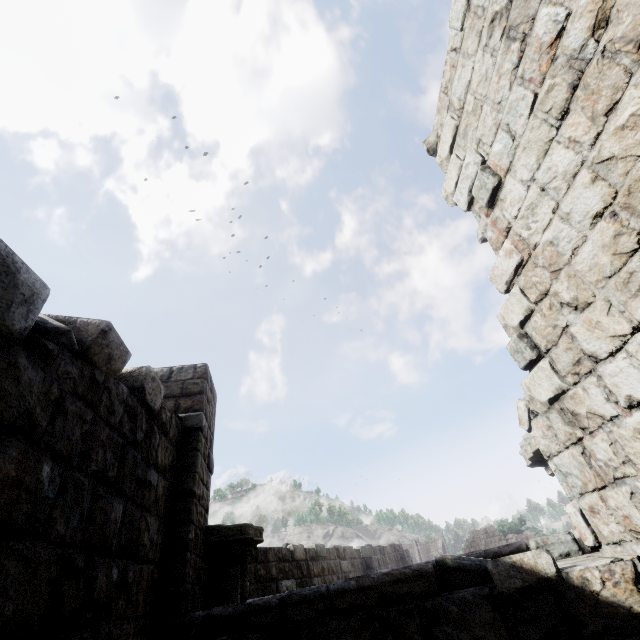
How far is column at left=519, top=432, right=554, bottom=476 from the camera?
4.20m

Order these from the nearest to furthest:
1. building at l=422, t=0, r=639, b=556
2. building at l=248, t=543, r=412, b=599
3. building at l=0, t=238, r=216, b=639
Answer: building at l=0, t=238, r=216, b=639
building at l=422, t=0, r=639, b=556
building at l=248, t=543, r=412, b=599

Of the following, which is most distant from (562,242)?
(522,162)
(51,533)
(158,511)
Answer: (158,511)

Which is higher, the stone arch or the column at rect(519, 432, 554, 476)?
the column at rect(519, 432, 554, 476)

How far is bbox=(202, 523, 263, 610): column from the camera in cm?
521

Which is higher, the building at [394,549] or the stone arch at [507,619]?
the building at [394,549]

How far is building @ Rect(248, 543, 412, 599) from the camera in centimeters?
812cm

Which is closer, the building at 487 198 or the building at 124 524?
the building at 124 524
